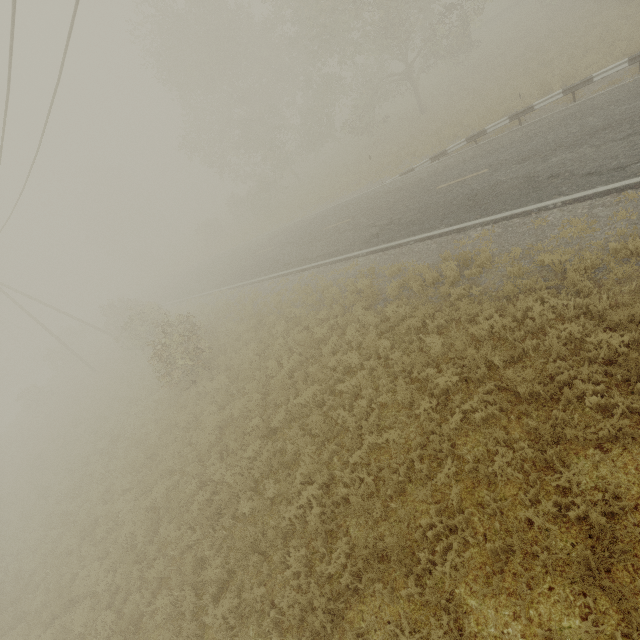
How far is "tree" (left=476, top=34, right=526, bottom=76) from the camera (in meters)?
23.42

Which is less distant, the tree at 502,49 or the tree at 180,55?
the tree at 180,55

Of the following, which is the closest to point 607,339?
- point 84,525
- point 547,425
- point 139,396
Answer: point 547,425

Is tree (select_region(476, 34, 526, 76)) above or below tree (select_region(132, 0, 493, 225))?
below

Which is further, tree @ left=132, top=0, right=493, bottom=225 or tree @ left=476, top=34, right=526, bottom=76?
tree @ left=476, top=34, right=526, bottom=76

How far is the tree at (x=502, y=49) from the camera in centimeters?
2342cm
